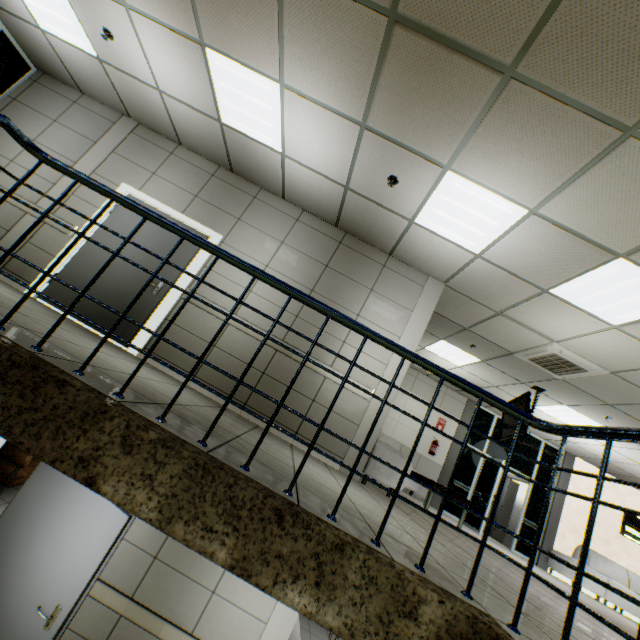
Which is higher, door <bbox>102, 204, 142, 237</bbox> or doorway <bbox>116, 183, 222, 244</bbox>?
doorway <bbox>116, 183, 222, 244</bbox>

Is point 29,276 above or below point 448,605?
above

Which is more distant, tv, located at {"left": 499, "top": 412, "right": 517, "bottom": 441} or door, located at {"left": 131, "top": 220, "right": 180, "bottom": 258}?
tv, located at {"left": 499, "top": 412, "right": 517, "bottom": 441}

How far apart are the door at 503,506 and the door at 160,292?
12.00m

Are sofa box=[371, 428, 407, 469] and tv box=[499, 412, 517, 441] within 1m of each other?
no

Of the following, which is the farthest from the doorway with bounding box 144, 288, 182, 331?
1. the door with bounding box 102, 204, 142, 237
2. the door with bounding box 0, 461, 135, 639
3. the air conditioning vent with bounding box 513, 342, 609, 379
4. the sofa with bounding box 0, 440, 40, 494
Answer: the air conditioning vent with bounding box 513, 342, 609, 379

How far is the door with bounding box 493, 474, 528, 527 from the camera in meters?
11.2 m
